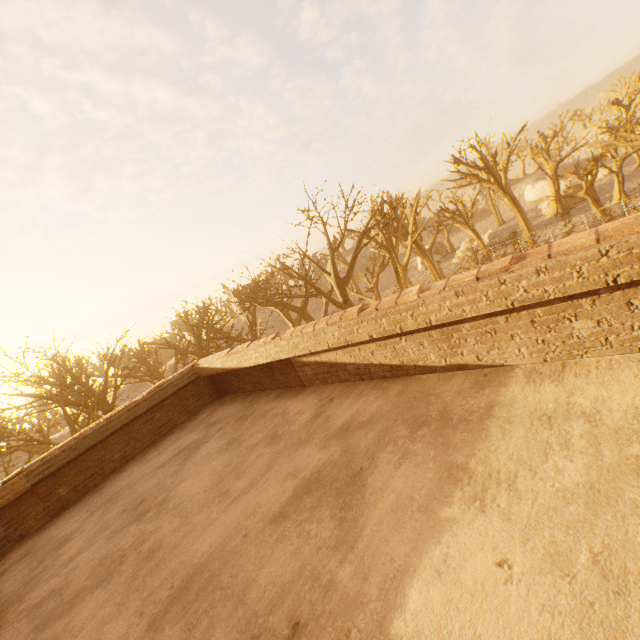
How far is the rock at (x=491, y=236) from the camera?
37.5m

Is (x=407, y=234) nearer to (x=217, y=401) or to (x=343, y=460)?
(x=217, y=401)

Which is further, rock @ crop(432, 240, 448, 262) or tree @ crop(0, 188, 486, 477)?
rock @ crop(432, 240, 448, 262)

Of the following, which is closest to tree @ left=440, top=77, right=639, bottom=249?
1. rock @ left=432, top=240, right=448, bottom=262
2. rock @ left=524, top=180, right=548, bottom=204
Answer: rock @ left=432, top=240, right=448, bottom=262

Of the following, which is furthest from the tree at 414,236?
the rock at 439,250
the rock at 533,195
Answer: the rock at 533,195

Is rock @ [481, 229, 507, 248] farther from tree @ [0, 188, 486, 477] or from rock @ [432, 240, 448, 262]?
rock @ [432, 240, 448, 262]

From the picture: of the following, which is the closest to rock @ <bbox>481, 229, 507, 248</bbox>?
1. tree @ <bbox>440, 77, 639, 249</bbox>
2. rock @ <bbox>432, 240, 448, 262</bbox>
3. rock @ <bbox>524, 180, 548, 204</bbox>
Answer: tree @ <bbox>440, 77, 639, 249</bbox>

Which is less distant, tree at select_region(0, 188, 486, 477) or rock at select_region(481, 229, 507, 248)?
tree at select_region(0, 188, 486, 477)
